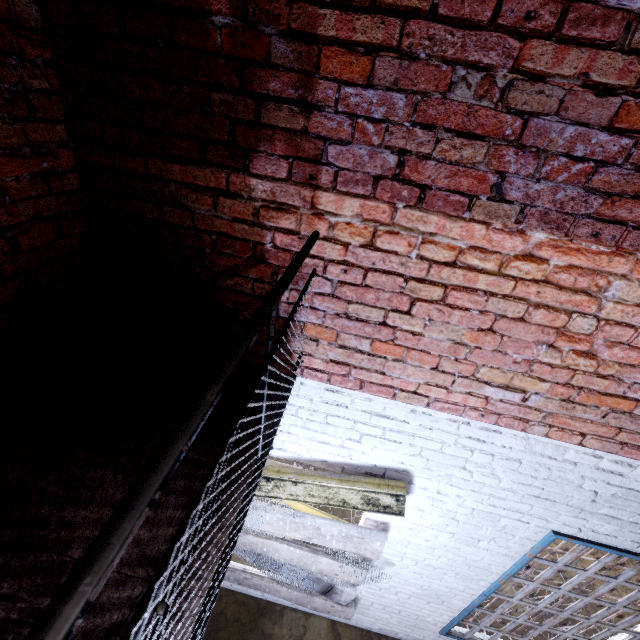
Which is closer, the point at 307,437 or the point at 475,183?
the point at 475,183

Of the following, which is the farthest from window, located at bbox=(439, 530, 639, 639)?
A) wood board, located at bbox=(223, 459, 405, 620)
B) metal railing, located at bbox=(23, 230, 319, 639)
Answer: metal railing, located at bbox=(23, 230, 319, 639)

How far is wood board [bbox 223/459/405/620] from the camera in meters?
2.5 m

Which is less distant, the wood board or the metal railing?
the metal railing

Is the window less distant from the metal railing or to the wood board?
the wood board

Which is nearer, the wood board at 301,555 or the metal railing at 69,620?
the metal railing at 69,620

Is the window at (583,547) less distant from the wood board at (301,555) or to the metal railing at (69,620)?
the wood board at (301,555)
